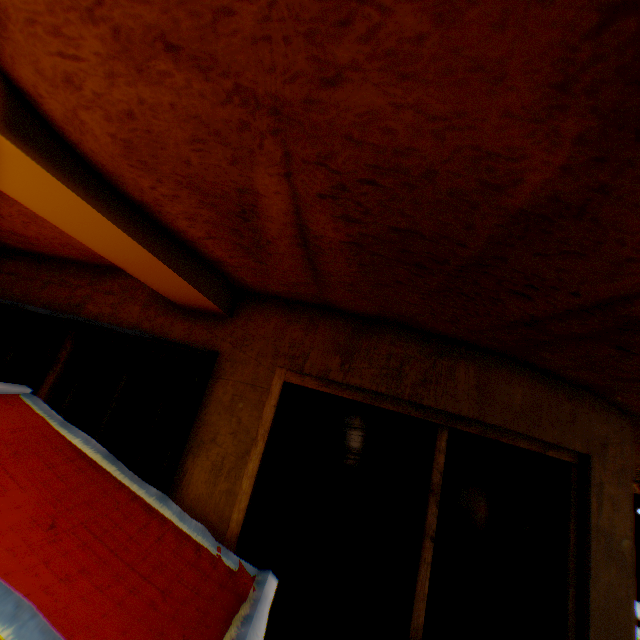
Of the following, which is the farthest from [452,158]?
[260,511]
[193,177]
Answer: [260,511]
